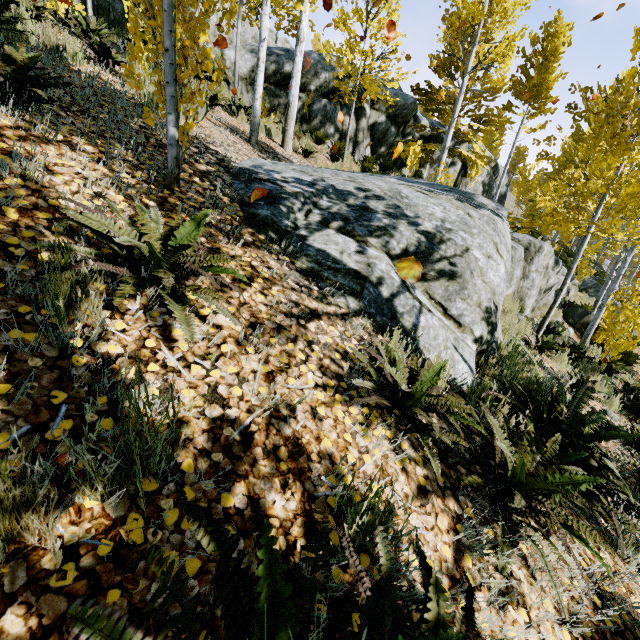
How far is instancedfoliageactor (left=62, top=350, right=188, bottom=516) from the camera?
0.93m

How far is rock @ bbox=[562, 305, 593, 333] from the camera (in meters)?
11.92

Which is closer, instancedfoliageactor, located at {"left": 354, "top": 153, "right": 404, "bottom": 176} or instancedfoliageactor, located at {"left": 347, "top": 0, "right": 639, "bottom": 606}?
instancedfoliageactor, located at {"left": 347, "top": 0, "right": 639, "bottom": 606}

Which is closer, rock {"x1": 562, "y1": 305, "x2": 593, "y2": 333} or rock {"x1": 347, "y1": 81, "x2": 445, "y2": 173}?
rock {"x1": 562, "y1": 305, "x2": 593, "y2": 333}

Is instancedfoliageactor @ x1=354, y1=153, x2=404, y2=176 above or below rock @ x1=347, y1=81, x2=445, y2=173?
below

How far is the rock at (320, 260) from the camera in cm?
292

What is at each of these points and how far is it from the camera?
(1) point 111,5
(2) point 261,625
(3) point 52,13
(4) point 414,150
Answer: (1) rock, 9.89m
(2) instancedfoliageactor, 0.69m
(3) instancedfoliageactor, 6.46m
(4) instancedfoliageactor, 11.15m

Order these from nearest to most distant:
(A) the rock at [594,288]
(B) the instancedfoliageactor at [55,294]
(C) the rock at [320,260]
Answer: (B) the instancedfoliageactor at [55,294] < (C) the rock at [320,260] < (A) the rock at [594,288]
